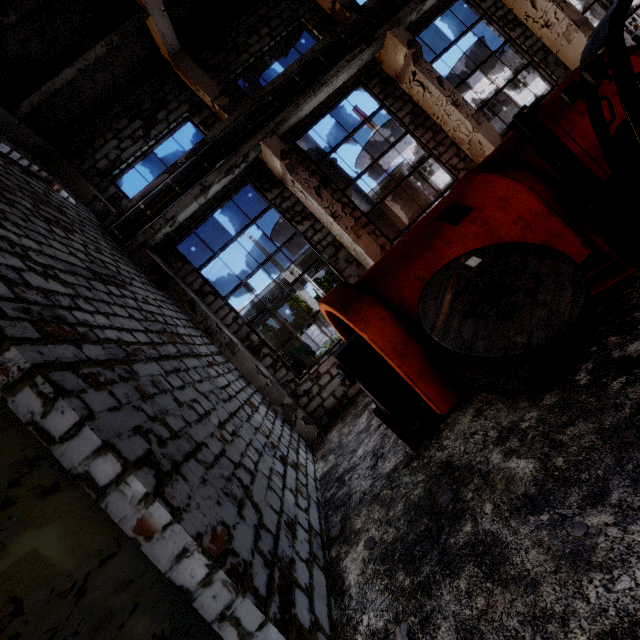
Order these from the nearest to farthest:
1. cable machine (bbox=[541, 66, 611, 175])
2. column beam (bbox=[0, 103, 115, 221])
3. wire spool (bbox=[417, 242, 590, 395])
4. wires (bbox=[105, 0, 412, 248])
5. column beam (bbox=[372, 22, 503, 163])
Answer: wire spool (bbox=[417, 242, 590, 395]) < cable machine (bbox=[541, 66, 611, 175]) < column beam (bbox=[0, 103, 115, 221]) < wires (bbox=[105, 0, 412, 248]) < column beam (bbox=[372, 22, 503, 163])

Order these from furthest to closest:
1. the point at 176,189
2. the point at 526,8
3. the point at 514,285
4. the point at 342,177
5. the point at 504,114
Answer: the point at 504,114
the point at 342,177
the point at 526,8
the point at 176,189
the point at 514,285

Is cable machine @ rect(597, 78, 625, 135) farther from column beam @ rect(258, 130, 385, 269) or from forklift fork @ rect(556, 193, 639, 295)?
column beam @ rect(258, 130, 385, 269)

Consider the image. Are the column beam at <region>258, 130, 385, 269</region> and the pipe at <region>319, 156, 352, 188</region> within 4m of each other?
yes

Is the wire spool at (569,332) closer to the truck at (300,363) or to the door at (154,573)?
the door at (154,573)

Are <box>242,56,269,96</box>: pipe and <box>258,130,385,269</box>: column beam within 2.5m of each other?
yes

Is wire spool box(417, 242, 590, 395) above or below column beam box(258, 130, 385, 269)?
below

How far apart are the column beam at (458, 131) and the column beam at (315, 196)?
4.11m
